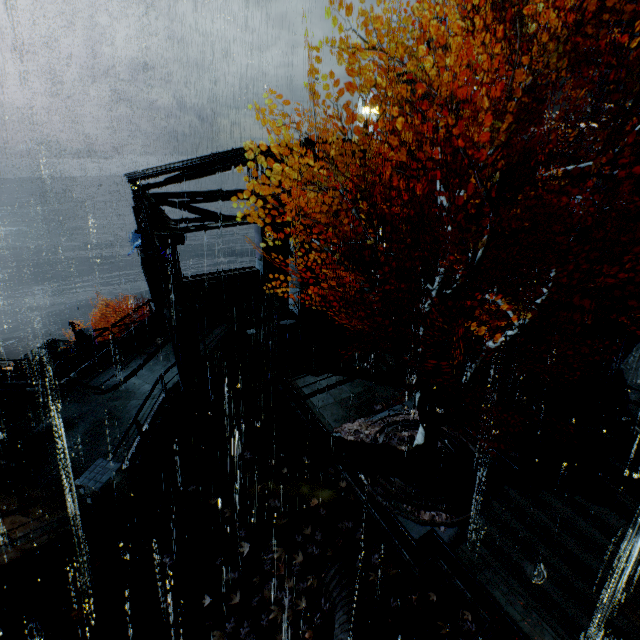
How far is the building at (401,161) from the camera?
16.78m

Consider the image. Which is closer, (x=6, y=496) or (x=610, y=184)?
(x=6, y=496)

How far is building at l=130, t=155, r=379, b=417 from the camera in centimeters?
1136cm

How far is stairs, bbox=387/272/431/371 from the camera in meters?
16.4

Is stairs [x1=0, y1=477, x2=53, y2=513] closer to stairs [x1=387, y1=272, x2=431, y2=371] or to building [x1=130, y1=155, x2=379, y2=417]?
building [x1=130, y1=155, x2=379, y2=417]

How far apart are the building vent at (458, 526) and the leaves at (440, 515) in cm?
0
